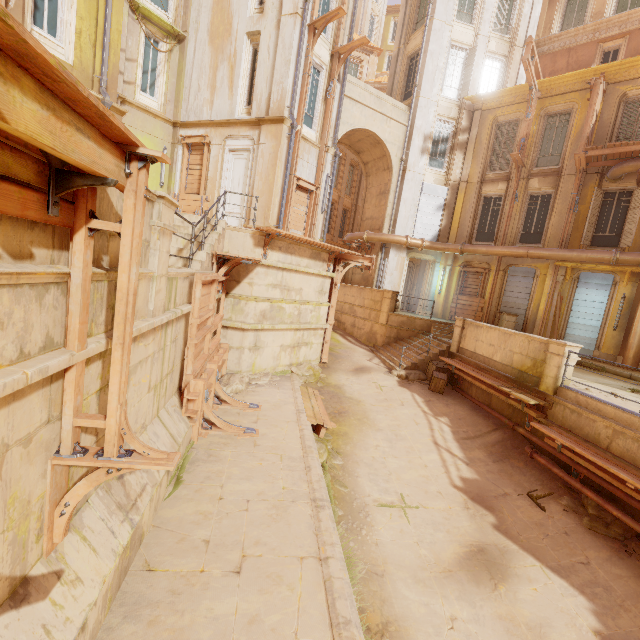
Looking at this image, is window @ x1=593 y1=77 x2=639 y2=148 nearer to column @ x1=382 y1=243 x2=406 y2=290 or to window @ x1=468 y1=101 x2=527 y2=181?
window @ x1=468 y1=101 x2=527 y2=181

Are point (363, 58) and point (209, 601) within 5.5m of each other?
no

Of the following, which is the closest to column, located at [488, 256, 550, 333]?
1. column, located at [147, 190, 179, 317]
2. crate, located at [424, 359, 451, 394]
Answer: crate, located at [424, 359, 451, 394]

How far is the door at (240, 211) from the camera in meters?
13.6 m

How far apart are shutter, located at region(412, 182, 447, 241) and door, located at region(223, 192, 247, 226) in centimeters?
971cm

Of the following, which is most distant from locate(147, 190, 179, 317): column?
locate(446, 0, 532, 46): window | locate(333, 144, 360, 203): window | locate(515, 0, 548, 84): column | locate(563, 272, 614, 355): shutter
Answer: locate(333, 144, 360, 203): window

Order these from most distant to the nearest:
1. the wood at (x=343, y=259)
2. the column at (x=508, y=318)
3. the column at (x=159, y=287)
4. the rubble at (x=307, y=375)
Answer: the column at (x=508, y=318), the wood at (x=343, y=259), the rubble at (x=307, y=375), the column at (x=159, y=287)

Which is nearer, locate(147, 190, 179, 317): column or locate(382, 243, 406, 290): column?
locate(147, 190, 179, 317): column
